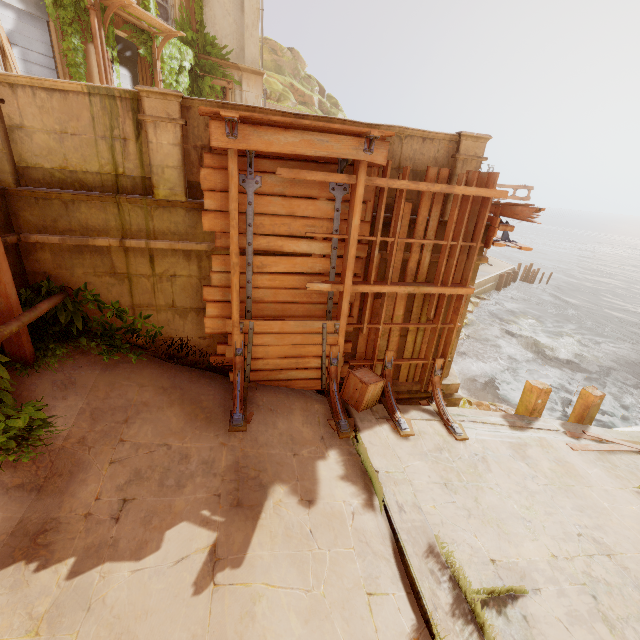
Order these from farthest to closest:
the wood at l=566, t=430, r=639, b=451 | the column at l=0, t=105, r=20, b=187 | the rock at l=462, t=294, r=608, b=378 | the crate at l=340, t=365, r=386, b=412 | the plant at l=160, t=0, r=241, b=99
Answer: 1. the rock at l=462, t=294, r=608, b=378
2. the plant at l=160, t=0, r=241, b=99
3. the wood at l=566, t=430, r=639, b=451
4. the crate at l=340, t=365, r=386, b=412
5. the column at l=0, t=105, r=20, b=187

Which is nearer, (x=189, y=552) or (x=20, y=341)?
(x=189, y=552)

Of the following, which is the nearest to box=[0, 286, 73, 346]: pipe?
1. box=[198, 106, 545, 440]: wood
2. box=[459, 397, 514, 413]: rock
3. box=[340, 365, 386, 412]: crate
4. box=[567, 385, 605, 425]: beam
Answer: box=[198, 106, 545, 440]: wood

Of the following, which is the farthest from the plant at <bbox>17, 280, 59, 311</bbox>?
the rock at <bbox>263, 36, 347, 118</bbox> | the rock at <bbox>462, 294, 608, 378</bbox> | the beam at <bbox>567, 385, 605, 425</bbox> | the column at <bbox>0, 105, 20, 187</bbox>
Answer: the rock at <bbox>263, 36, 347, 118</bbox>

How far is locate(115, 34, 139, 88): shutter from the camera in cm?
1073

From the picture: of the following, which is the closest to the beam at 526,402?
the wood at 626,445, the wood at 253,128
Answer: the wood at 626,445

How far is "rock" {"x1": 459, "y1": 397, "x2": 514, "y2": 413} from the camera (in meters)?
8.42

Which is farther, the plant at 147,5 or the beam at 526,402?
the plant at 147,5
